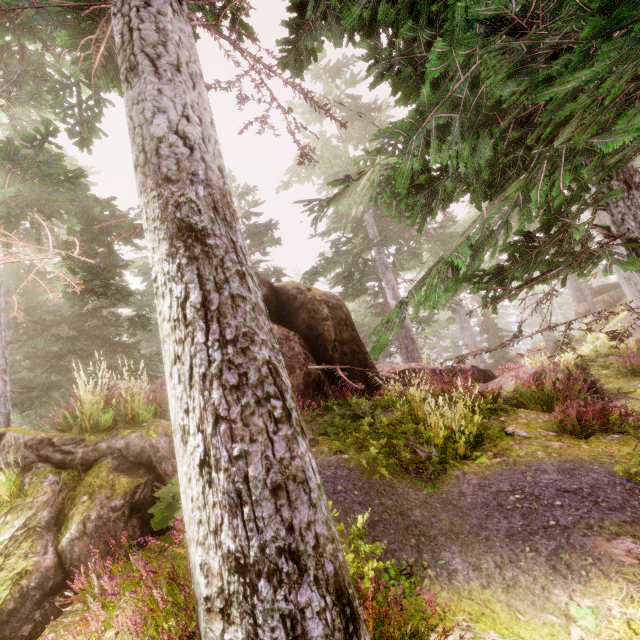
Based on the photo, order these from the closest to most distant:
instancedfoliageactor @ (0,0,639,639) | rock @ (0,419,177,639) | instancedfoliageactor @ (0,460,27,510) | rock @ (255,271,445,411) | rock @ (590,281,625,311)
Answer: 1. instancedfoliageactor @ (0,0,639,639)
2. rock @ (0,419,177,639)
3. instancedfoliageactor @ (0,460,27,510)
4. rock @ (255,271,445,411)
5. rock @ (590,281,625,311)

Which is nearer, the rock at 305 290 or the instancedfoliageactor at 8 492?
the instancedfoliageactor at 8 492

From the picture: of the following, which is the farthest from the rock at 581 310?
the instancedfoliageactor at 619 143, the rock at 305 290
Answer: the rock at 305 290

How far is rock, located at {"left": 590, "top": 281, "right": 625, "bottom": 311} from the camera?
27.7m

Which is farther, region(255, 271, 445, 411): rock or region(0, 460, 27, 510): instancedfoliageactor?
region(255, 271, 445, 411): rock

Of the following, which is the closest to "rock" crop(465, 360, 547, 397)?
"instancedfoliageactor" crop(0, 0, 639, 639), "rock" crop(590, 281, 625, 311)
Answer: "instancedfoliageactor" crop(0, 0, 639, 639)

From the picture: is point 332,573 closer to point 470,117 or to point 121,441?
point 121,441

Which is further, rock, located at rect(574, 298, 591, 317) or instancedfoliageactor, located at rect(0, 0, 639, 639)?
rock, located at rect(574, 298, 591, 317)
